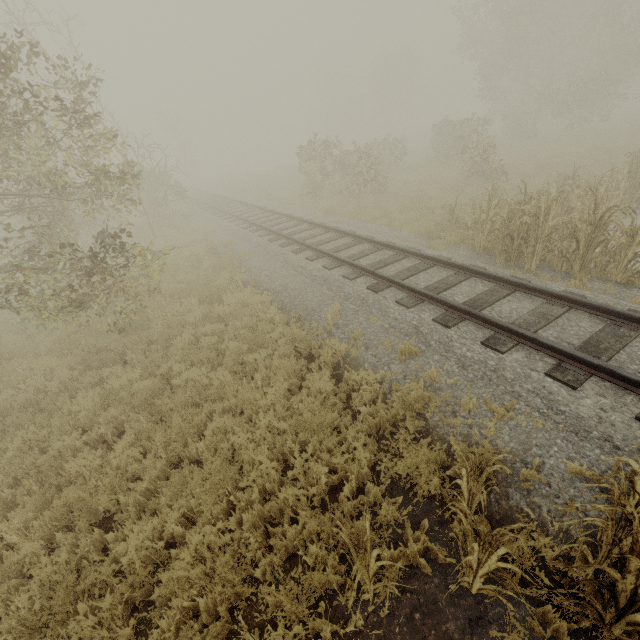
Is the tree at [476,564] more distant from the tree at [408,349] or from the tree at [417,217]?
the tree at [417,217]

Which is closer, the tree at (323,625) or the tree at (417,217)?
the tree at (323,625)

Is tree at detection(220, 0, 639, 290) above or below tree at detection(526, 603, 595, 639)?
above

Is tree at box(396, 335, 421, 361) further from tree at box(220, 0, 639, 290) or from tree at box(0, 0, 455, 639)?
tree at box(220, 0, 639, 290)

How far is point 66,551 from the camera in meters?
4.0

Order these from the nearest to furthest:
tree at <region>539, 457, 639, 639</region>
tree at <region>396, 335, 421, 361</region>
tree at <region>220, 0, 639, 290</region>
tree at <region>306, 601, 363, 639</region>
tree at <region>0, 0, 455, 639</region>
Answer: tree at <region>539, 457, 639, 639</region> → tree at <region>306, 601, 363, 639</region> → tree at <region>0, 0, 455, 639</region> → tree at <region>396, 335, 421, 361</region> → tree at <region>220, 0, 639, 290</region>

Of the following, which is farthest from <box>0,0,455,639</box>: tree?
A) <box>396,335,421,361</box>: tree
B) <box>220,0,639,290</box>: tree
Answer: A: <box>220,0,639,290</box>: tree
